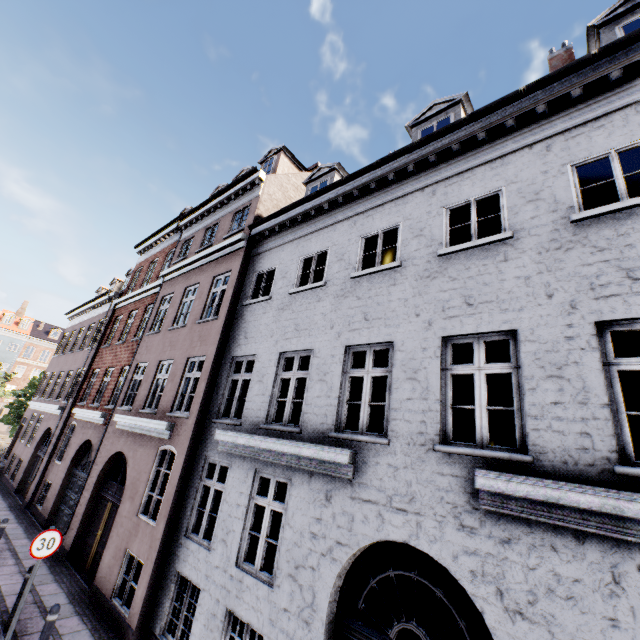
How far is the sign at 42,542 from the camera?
6.71m

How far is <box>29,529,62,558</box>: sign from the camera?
6.7 meters

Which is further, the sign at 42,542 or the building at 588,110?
the sign at 42,542

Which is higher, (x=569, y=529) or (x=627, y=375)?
(x=627, y=375)

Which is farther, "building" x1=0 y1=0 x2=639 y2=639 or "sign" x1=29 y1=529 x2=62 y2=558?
"sign" x1=29 y1=529 x2=62 y2=558
